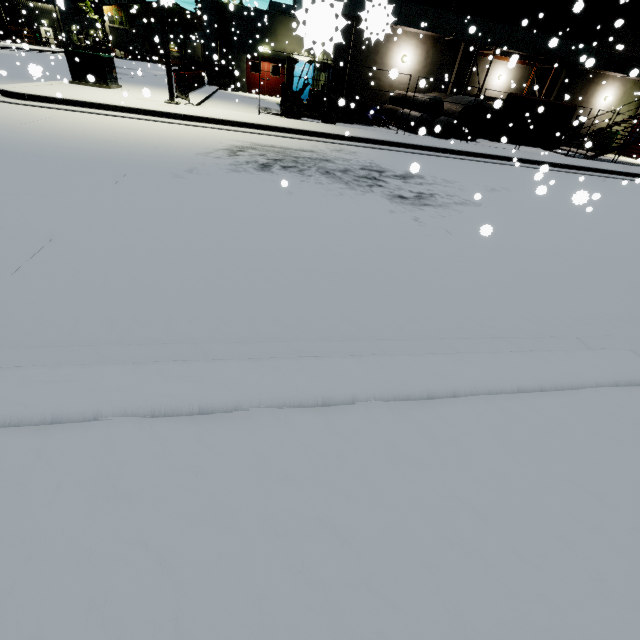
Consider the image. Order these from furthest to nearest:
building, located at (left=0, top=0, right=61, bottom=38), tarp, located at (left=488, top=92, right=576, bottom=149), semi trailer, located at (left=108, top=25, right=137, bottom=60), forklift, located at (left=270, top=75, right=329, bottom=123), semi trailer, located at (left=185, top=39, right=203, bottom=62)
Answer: semi trailer, located at (left=185, top=39, right=203, bottom=62) < semi trailer, located at (left=108, top=25, right=137, bottom=60) < building, located at (left=0, top=0, right=61, bottom=38) < tarp, located at (left=488, top=92, right=576, bottom=149) < forklift, located at (left=270, top=75, right=329, bottom=123)

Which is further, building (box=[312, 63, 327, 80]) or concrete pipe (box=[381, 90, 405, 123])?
building (box=[312, 63, 327, 80])

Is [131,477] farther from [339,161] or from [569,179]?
[569,179]

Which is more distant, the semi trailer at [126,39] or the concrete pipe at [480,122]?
the semi trailer at [126,39]

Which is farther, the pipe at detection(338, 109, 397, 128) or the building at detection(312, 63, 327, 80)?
the building at detection(312, 63, 327, 80)

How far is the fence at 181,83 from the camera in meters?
12.0

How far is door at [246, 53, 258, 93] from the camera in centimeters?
2458cm

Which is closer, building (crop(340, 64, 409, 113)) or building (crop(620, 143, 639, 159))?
building (crop(340, 64, 409, 113))
